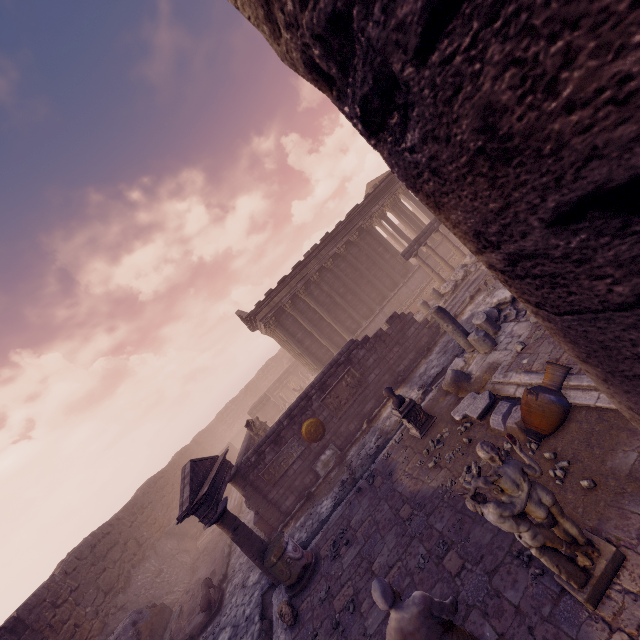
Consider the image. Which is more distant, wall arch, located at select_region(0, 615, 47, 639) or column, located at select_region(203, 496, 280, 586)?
wall arch, located at select_region(0, 615, 47, 639)

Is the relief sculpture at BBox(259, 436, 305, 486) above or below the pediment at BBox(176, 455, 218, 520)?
below

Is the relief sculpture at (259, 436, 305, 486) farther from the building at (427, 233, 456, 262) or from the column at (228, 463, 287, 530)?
the building at (427, 233, 456, 262)

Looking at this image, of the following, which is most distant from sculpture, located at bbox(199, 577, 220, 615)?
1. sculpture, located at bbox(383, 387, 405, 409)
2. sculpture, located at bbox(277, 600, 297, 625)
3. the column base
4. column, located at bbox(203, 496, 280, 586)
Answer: sculpture, located at bbox(383, 387, 405, 409)

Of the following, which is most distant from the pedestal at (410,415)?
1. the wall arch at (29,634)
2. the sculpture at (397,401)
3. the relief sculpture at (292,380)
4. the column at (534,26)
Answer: the relief sculpture at (292,380)

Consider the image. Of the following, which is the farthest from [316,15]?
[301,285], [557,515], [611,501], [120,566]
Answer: [120,566]

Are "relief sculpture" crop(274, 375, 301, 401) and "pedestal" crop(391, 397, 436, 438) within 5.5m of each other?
no

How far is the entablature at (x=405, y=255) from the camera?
18.2m
